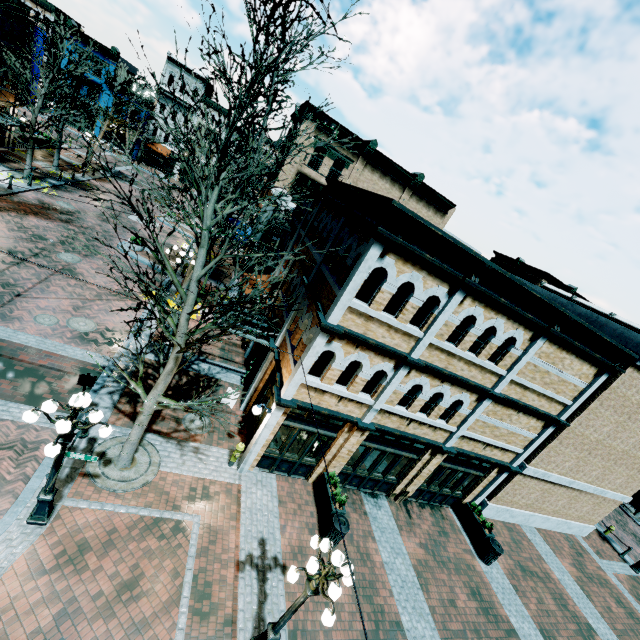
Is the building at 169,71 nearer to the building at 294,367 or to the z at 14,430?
the building at 294,367

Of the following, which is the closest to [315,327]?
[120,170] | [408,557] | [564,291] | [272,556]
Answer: [272,556]

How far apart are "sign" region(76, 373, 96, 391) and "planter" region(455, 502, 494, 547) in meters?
15.3

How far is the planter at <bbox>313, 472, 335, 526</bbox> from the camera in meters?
10.5 m

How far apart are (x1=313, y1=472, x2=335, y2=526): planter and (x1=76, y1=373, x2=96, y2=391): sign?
7.9m

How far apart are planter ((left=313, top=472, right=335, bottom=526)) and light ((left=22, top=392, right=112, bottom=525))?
7.16m

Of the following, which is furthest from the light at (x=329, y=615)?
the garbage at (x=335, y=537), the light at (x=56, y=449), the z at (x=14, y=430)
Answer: the light at (x=56, y=449)

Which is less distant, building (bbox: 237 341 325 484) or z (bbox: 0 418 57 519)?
z (bbox: 0 418 57 519)
